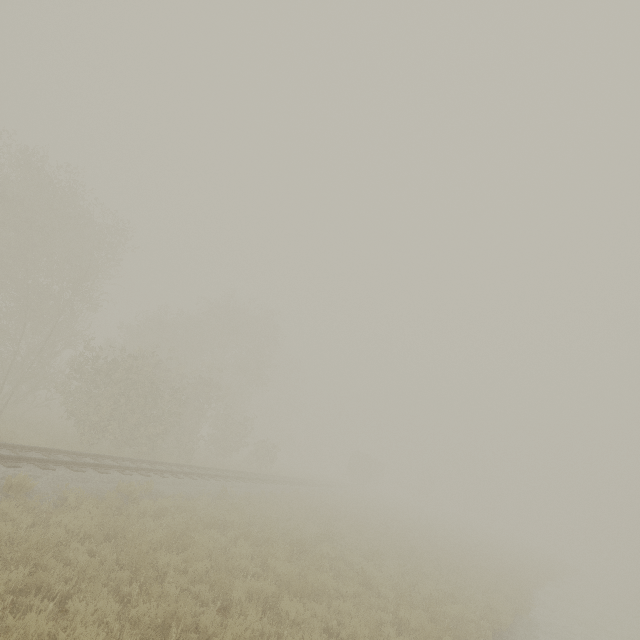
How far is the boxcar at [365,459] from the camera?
48.6 meters

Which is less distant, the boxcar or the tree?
the tree

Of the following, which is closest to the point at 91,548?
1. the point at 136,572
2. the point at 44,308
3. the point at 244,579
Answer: the point at 136,572

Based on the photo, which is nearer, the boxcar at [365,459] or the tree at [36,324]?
the tree at [36,324]

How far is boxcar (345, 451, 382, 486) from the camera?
48.6m
